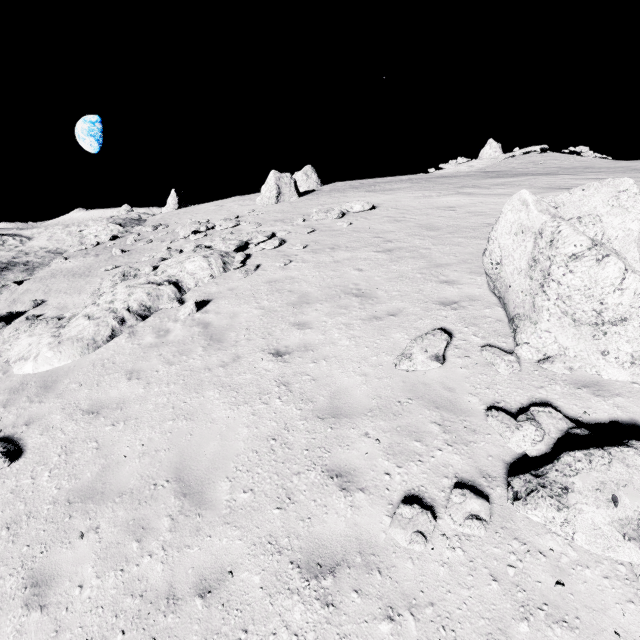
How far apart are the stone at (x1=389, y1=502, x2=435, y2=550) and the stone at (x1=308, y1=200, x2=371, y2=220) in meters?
14.5

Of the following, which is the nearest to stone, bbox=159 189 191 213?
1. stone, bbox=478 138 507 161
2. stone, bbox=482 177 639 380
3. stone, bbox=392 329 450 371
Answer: stone, bbox=482 177 639 380

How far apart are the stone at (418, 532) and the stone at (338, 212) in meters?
14.5

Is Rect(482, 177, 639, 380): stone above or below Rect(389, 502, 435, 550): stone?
above

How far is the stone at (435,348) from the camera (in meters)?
5.89

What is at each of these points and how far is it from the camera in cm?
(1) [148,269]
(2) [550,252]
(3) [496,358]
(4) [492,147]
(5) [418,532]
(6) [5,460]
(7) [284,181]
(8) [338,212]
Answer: (1) stone, 1366
(2) stone, 530
(3) stone, 577
(4) stone, 4653
(5) stone, 379
(6) stone, 593
(7) stone, 2431
(8) stone, 1662

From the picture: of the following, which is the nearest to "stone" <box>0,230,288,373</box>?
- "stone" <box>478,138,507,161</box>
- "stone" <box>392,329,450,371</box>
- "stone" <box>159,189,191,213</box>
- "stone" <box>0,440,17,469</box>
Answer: "stone" <box>0,440,17,469</box>

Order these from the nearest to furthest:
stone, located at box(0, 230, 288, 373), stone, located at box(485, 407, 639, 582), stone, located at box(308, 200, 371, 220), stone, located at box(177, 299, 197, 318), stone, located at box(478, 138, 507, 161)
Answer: stone, located at box(485, 407, 639, 582), stone, located at box(0, 230, 288, 373), stone, located at box(177, 299, 197, 318), stone, located at box(308, 200, 371, 220), stone, located at box(478, 138, 507, 161)
